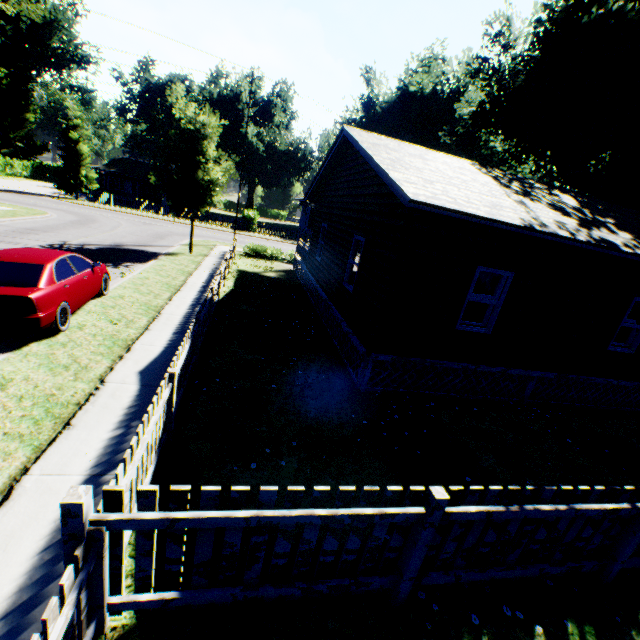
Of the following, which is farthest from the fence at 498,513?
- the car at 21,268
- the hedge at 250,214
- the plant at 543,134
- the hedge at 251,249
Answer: the hedge at 250,214

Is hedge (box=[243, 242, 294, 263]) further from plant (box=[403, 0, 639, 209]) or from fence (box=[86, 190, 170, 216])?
plant (box=[403, 0, 639, 209])

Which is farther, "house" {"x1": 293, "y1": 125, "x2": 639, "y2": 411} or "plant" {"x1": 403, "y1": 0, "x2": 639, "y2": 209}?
"plant" {"x1": 403, "y1": 0, "x2": 639, "y2": 209}

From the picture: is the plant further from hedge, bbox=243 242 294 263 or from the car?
hedge, bbox=243 242 294 263

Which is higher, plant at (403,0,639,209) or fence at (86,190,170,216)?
plant at (403,0,639,209)

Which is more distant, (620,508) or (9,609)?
(620,508)

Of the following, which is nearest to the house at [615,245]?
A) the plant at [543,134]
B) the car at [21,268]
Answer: the plant at [543,134]

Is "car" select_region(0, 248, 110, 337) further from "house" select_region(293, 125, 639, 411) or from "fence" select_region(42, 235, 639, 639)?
"house" select_region(293, 125, 639, 411)
